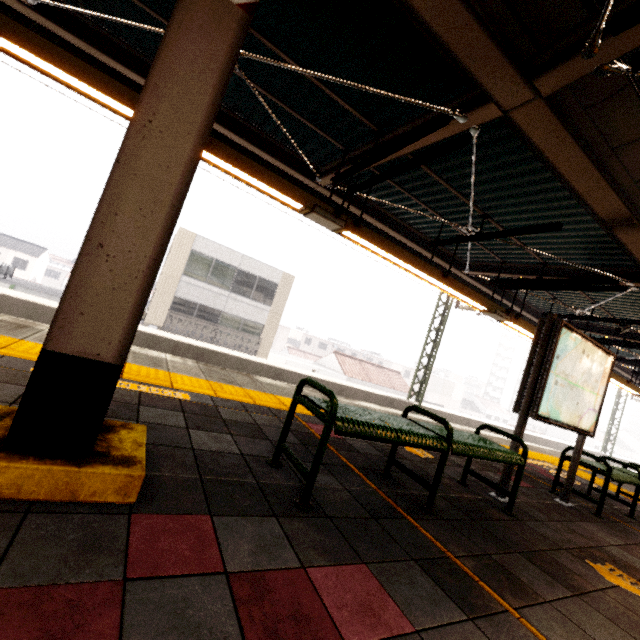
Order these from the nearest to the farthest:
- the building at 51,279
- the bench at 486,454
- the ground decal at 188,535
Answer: the ground decal at 188,535 < the bench at 486,454 < the building at 51,279

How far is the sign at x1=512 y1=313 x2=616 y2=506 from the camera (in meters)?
3.47

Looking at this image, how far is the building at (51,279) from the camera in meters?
58.7 m

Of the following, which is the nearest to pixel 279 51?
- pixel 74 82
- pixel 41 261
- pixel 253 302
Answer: pixel 74 82

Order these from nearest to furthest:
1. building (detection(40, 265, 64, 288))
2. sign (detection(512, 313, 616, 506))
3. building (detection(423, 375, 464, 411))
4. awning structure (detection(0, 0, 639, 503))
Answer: awning structure (detection(0, 0, 639, 503)) < sign (detection(512, 313, 616, 506)) < building (detection(423, 375, 464, 411)) < building (detection(40, 265, 64, 288))

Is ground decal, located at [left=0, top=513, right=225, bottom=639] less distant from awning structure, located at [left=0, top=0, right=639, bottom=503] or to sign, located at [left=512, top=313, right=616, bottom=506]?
awning structure, located at [left=0, top=0, right=639, bottom=503]

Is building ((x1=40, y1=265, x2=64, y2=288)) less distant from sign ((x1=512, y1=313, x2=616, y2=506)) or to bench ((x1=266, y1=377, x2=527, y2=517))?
bench ((x1=266, y1=377, x2=527, y2=517))
